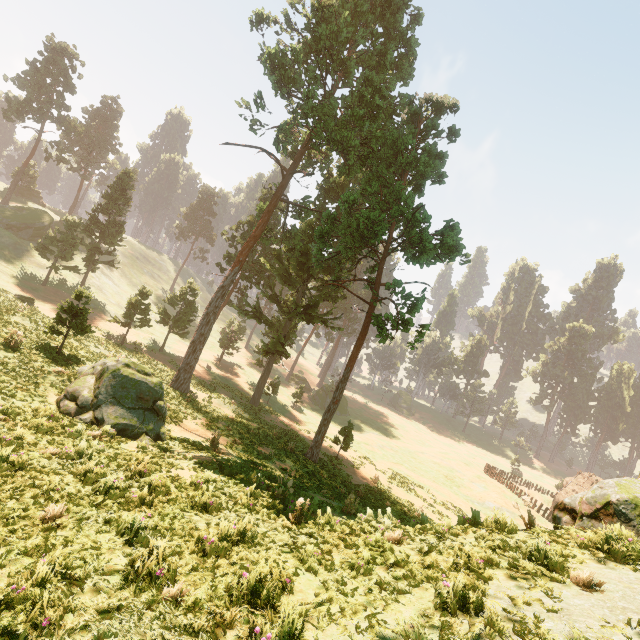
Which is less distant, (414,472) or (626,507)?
(626,507)

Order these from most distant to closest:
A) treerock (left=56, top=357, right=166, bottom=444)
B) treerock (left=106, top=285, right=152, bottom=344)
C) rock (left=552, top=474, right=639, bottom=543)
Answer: treerock (left=106, top=285, right=152, bottom=344) → treerock (left=56, top=357, right=166, bottom=444) → rock (left=552, top=474, right=639, bottom=543)

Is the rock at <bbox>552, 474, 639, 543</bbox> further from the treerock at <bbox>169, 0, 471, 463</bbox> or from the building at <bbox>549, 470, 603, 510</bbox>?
the building at <bbox>549, 470, 603, 510</bbox>

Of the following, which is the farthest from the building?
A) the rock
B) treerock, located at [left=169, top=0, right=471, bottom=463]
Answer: the rock

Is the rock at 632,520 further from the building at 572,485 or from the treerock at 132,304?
the building at 572,485

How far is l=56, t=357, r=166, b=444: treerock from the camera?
11.72m

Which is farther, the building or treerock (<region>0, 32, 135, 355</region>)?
the building
